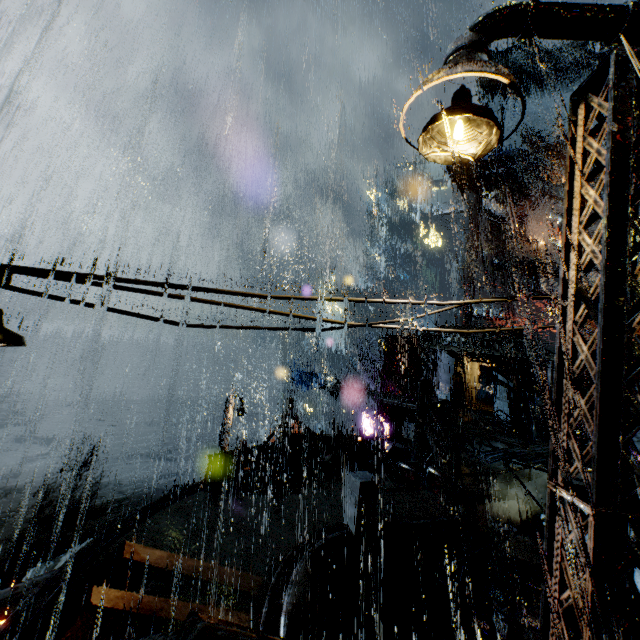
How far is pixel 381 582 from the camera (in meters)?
11.35

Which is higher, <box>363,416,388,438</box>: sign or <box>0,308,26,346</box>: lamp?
<box>0,308,26,346</box>: lamp

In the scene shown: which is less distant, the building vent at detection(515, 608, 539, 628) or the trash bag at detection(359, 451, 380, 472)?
the building vent at detection(515, 608, 539, 628)

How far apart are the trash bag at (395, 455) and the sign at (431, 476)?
2.52m

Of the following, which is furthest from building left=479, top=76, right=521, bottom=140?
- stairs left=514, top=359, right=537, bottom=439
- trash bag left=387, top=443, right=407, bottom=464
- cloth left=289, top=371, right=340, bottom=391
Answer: cloth left=289, top=371, right=340, bottom=391

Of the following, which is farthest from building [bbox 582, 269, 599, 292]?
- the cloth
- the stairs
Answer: the cloth

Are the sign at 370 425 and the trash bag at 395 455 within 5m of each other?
no

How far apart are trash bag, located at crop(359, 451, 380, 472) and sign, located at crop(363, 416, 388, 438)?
15.81m
